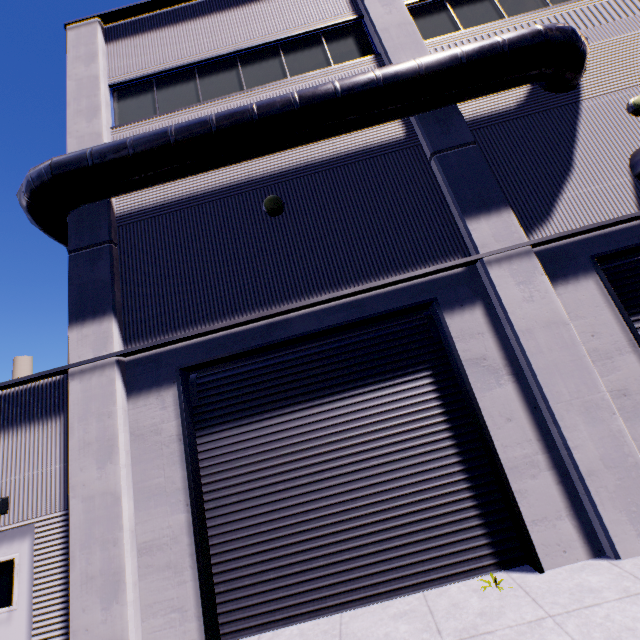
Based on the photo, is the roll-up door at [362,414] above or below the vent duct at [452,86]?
below

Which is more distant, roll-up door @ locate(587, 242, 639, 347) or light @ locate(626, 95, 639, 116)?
light @ locate(626, 95, 639, 116)

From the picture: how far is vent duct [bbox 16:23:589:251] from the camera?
6.2 meters

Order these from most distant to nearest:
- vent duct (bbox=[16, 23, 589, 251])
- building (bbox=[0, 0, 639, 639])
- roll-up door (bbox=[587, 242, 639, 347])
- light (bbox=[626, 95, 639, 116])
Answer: light (bbox=[626, 95, 639, 116])
vent duct (bbox=[16, 23, 589, 251])
roll-up door (bbox=[587, 242, 639, 347])
building (bbox=[0, 0, 639, 639])

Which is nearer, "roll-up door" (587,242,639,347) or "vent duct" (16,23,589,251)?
"roll-up door" (587,242,639,347)

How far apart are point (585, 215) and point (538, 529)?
5.7m

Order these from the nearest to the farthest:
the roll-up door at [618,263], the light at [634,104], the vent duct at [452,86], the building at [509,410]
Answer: the building at [509,410] < the roll-up door at [618,263] < the vent duct at [452,86] < the light at [634,104]

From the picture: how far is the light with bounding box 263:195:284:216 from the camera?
6.73m
